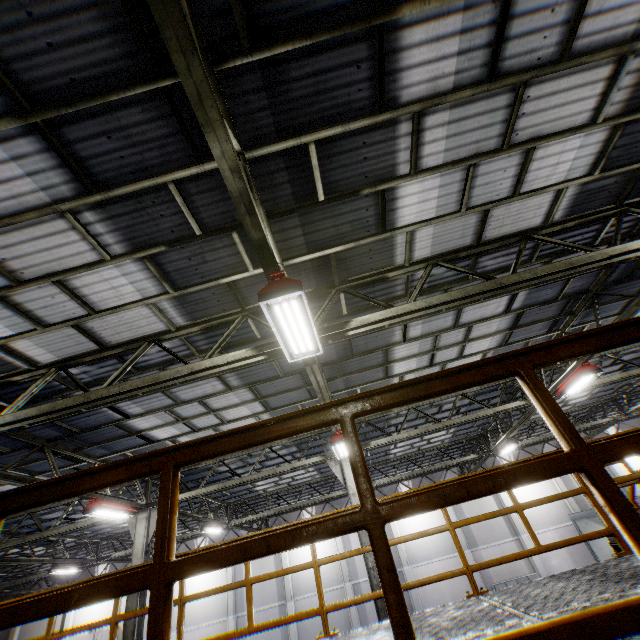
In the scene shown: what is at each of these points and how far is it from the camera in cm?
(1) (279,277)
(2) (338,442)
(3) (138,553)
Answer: (1) light, 423
(2) light, 940
(3) metal pole, 1074

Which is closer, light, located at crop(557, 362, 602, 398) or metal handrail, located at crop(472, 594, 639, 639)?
metal handrail, located at crop(472, 594, 639, 639)

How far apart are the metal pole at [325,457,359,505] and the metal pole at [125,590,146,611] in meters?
6.0 m

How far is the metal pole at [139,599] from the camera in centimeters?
990cm

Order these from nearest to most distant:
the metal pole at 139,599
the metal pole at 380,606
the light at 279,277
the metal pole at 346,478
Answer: the light at 279,277 < the metal pole at 380,606 < the metal pole at 139,599 < the metal pole at 346,478

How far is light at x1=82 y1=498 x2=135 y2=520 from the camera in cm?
946

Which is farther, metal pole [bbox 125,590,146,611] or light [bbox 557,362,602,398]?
metal pole [bbox 125,590,146,611]

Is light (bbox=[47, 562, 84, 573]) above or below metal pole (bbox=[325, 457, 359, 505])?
above
